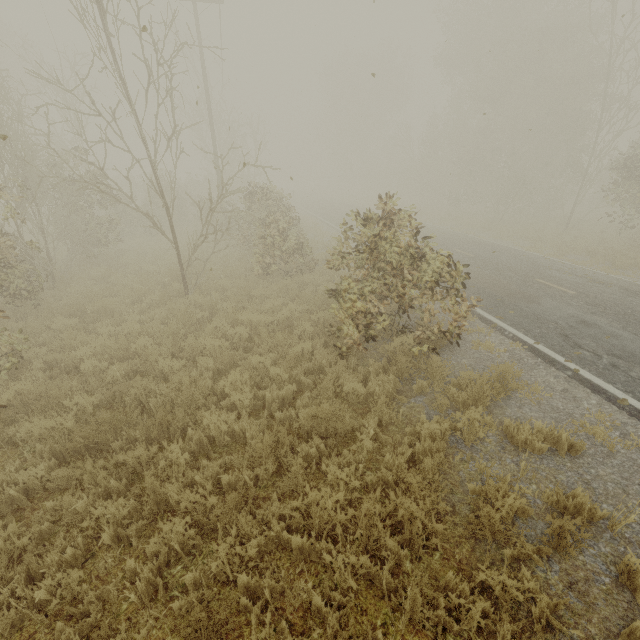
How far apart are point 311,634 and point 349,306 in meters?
4.8
